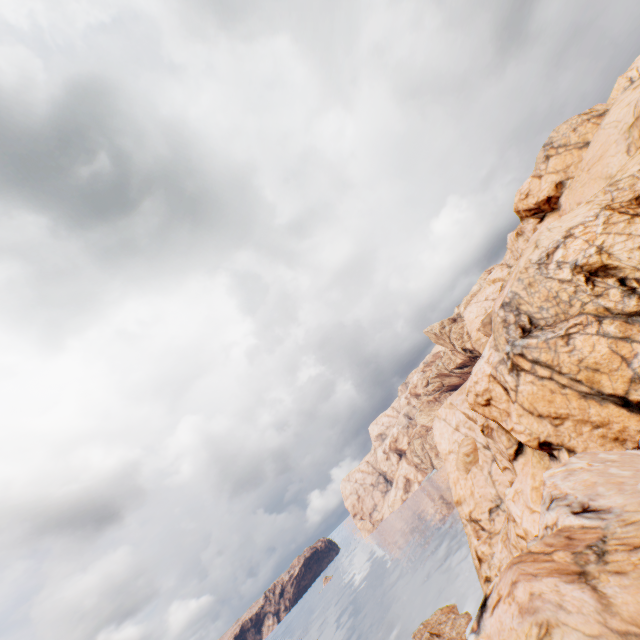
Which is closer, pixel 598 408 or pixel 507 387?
pixel 598 408

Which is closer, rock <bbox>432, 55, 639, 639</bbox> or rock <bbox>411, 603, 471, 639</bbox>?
rock <bbox>432, 55, 639, 639</bbox>

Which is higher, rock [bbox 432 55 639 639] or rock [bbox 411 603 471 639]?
rock [bbox 432 55 639 639]

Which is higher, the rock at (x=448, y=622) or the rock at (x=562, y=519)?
the rock at (x=562, y=519)

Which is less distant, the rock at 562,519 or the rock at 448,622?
the rock at 562,519
